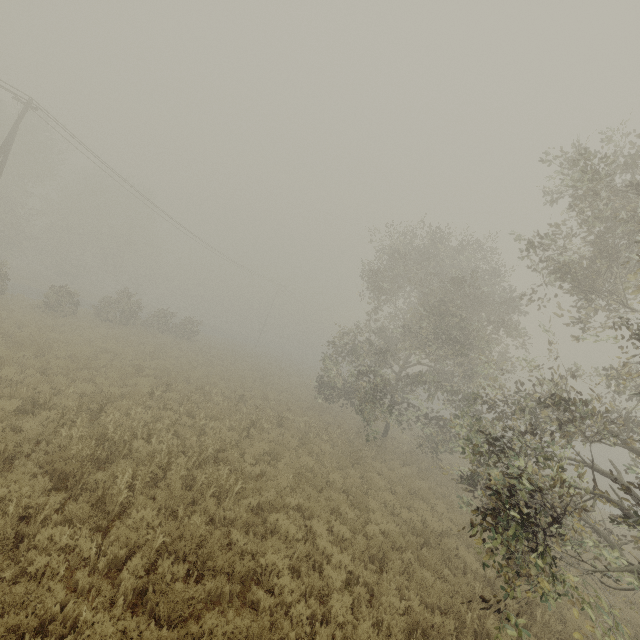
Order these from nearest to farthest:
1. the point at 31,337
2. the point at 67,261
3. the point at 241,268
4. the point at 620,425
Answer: the point at 620,425 < the point at 31,337 < the point at 67,261 < the point at 241,268

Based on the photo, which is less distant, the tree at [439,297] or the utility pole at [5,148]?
the tree at [439,297]

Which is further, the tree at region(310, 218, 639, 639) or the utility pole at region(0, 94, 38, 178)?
the utility pole at region(0, 94, 38, 178)
